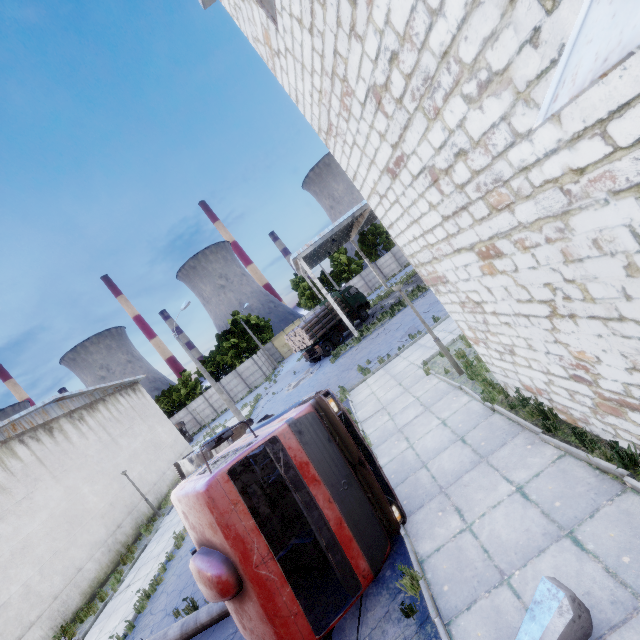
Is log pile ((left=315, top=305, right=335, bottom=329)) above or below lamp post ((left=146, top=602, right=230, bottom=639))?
above

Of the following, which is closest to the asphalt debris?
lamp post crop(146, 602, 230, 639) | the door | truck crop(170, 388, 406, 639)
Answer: truck crop(170, 388, 406, 639)

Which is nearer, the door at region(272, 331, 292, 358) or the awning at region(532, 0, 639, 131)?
the awning at region(532, 0, 639, 131)

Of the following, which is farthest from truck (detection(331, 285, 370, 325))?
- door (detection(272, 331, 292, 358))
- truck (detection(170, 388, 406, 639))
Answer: door (detection(272, 331, 292, 358))

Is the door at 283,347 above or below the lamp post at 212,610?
above

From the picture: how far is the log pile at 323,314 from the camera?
27.6m

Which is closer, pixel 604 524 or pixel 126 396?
pixel 604 524

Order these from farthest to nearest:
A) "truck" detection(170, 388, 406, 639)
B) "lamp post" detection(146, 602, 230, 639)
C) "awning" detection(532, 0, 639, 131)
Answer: "lamp post" detection(146, 602, 230, 639) → "truck" detection(170, 388, 406, 639) → "awning" detection(532, 0, 639, 131)
